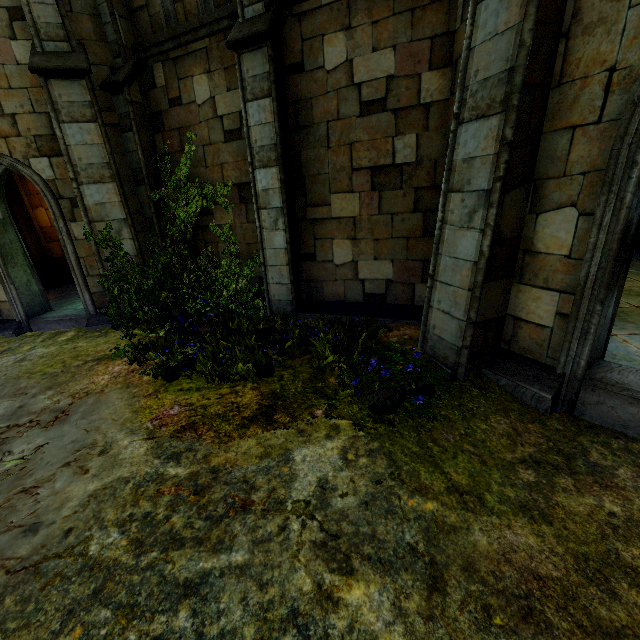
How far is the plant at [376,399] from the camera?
4.42m

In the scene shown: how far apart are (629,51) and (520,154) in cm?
108

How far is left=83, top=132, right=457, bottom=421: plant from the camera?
4.4 meters
